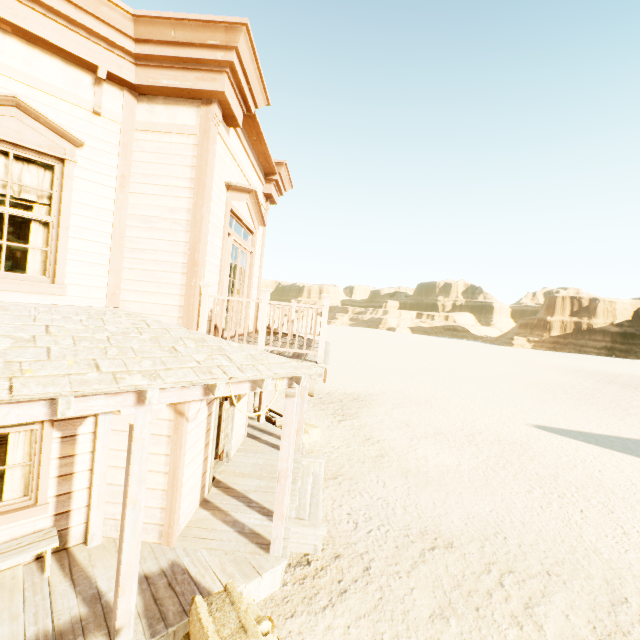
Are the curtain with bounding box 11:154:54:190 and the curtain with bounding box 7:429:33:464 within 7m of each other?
yes

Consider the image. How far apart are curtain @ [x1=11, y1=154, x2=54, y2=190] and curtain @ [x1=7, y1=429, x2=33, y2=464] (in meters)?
1.88

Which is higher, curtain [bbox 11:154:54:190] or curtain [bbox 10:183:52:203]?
curtain [bbox 11:154:54:190]

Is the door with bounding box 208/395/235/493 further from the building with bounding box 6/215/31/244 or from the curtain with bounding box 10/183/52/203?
the curtain with bounding box 10/183/52/203

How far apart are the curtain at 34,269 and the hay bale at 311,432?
7.26m

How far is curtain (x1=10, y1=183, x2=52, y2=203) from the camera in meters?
4.2 m

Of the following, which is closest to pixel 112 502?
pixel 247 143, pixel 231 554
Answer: pixel 231 554

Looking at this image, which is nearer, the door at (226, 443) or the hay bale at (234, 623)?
the hay bale at (234, 623)
